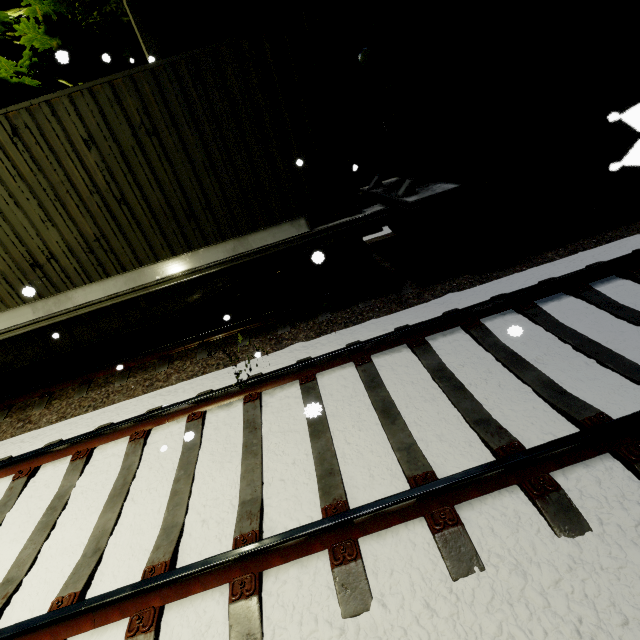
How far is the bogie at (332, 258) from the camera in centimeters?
559cm

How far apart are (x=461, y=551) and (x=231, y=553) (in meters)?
1.64

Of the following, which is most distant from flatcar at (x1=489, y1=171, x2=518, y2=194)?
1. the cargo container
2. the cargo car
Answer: the cargo container

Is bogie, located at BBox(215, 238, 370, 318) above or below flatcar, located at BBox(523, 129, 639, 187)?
below

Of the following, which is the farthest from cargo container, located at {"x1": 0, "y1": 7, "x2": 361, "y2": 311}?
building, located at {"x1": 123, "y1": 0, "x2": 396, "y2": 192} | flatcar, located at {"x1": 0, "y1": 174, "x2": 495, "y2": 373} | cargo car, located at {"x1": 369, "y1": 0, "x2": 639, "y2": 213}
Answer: building, located at {"x1": 123, "y1": 0, "x2": 396, "y2": 192}

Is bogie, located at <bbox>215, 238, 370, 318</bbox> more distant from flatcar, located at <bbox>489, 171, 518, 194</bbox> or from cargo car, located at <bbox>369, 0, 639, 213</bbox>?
cargo car, located at <bbox>369, 0, 639, 213</bbox>

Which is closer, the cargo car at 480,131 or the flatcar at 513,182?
the cargo car at 480,131
